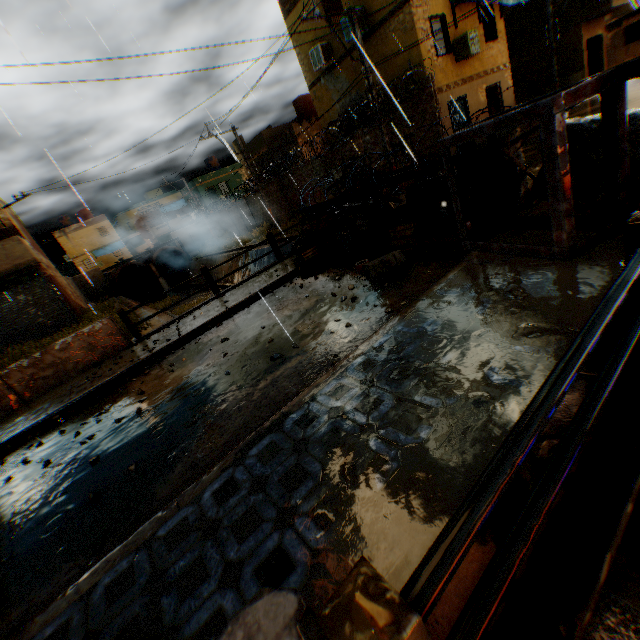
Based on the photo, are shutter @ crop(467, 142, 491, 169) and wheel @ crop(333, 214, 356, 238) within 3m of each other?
yes

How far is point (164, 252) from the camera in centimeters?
3997cm

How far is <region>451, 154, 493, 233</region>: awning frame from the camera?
4.6m

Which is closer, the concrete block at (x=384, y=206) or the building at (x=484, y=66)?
the concrete block at (x=384, y=206)

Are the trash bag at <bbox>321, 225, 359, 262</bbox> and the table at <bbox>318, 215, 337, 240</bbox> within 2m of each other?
yes

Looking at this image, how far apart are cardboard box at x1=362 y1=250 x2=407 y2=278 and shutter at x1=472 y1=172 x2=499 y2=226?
1.5 meters

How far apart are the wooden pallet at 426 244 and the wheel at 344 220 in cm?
213

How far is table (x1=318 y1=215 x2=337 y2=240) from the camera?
8.9m
